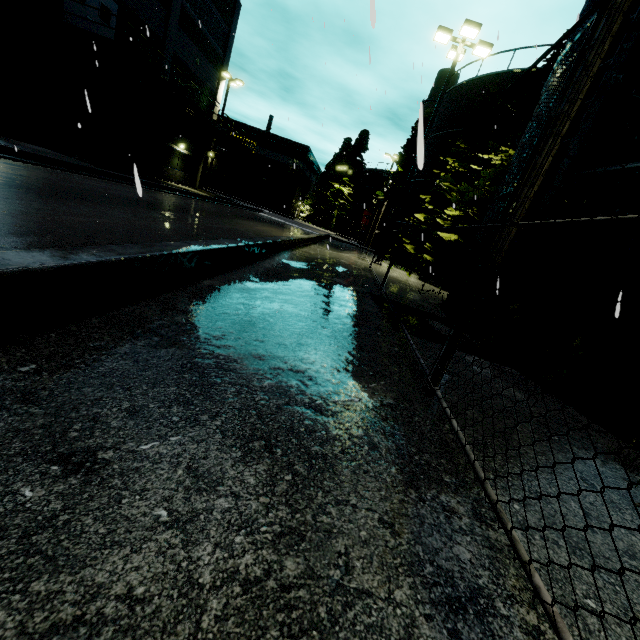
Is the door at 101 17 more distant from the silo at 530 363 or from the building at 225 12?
the silo at 530 363

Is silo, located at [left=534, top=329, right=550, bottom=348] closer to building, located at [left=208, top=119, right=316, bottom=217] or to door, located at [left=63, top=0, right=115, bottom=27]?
building, located at [left=208, top=119, right=316, bottom=217]

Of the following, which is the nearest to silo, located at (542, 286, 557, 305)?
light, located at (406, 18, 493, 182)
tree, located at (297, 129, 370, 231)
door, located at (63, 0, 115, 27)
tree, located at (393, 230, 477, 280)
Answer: tree, located at (393, 230, 477, 280)

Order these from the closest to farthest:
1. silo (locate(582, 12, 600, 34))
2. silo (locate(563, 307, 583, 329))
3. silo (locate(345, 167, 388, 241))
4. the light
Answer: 1. silo (locate(563, 307, 583, 329))
2. silo (locate(582, 12, 600, 34))
3. the light
4. silo (locate(345, 167, 388, 241))

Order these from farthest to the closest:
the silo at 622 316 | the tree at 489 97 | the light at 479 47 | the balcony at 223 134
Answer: the tree at 489 97 < the balcony at 223 134 < the light at 479 47 < the silo at 622 316

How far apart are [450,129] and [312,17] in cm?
1417

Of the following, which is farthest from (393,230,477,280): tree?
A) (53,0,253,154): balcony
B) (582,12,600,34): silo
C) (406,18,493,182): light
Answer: (53,0,253,154): balcony

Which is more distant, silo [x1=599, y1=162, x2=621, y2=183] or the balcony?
the balcony
